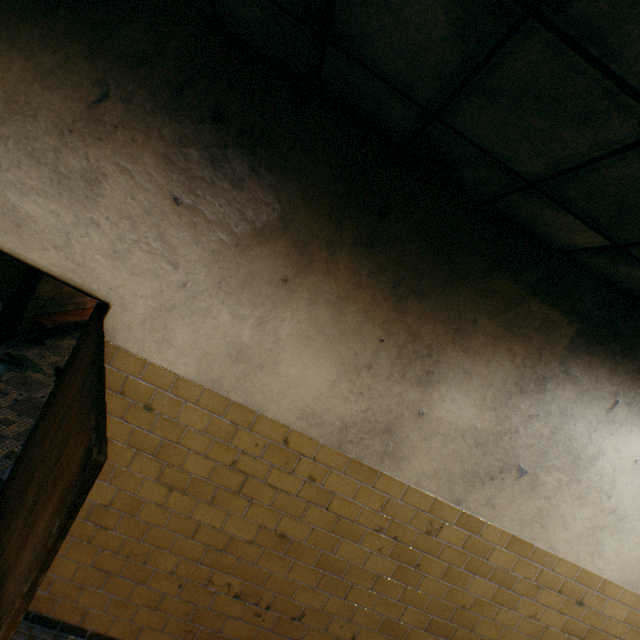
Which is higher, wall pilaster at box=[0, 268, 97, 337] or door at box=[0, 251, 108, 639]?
door at box=[0, 251, 108, 639]

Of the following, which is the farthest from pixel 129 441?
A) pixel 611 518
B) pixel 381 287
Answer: pixel 611 518

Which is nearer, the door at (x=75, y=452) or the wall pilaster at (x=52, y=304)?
the door at (x=75, y=452)

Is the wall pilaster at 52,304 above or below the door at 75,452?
below

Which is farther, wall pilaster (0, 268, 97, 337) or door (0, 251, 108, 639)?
wall pilaster (0, 268, 97, 337)
